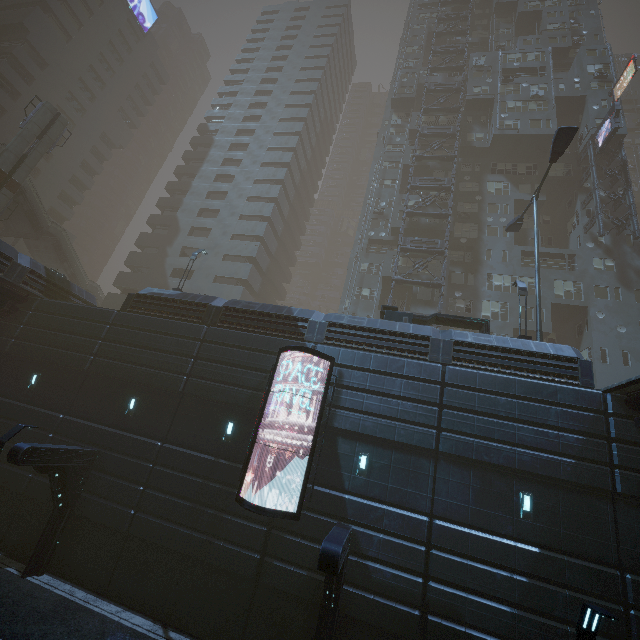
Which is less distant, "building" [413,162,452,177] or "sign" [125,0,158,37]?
"building" [413,162,452,177]

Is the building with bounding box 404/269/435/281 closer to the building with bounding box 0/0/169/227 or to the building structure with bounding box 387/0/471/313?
the building structure with bounding box 387/0/471/313

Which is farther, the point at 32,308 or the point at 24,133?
the point at 24,133

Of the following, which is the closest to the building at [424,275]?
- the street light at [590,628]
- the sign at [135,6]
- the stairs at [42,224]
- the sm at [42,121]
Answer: the stairs at [42,224]

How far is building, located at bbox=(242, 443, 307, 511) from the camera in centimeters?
1302cm

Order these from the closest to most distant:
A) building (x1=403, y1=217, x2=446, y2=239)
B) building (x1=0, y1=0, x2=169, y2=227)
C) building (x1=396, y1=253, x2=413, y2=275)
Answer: building (x1=396, y1=253, x2=413, y2=275) < building (x1=403, y1=217, x2=446, y2=239) < building (x1=0, y1=0, x2=169, y2=227)

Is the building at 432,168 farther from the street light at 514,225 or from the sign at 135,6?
the sign at 135,6

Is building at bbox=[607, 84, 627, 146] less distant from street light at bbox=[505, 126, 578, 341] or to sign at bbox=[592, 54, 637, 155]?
sign at bbox=[592, 54, 637, 155]
